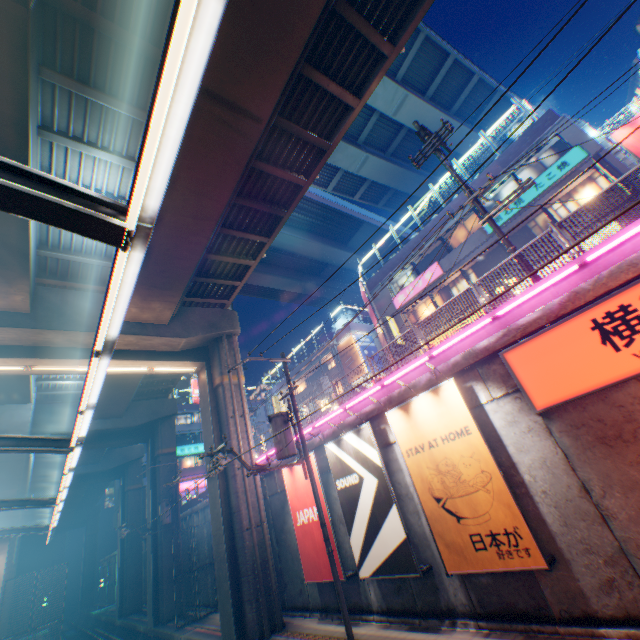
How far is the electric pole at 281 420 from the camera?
12.2m

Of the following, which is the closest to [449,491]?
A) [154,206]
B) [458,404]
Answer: [458,404]

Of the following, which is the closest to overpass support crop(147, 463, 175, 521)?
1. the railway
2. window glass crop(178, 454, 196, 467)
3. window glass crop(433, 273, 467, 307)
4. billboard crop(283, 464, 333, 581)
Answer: the railway

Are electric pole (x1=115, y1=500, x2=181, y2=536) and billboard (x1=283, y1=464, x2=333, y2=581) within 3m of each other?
no

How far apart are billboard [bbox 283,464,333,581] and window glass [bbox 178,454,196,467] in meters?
35.5

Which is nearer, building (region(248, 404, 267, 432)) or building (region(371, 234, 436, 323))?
building (region(371, 234, 436, 323))

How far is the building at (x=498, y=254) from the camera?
19.8m

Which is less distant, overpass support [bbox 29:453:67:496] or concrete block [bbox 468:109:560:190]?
concrete block [bbox 468:109:560:190]
